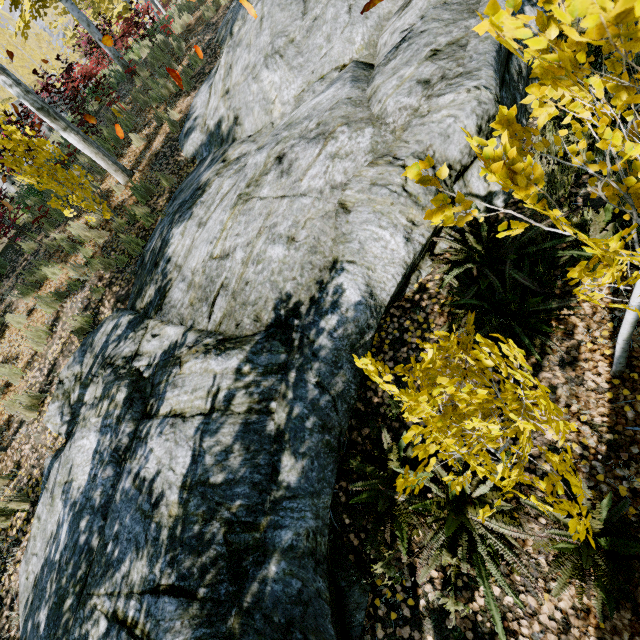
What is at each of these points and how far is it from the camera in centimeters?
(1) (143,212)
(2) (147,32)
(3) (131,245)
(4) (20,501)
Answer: (1) instancedfoliageactor, 652cm
(2) instancedfoliageactor, 1002cm
(3) instancedfoliageactor, 627cm
(4) instancedfoliageactor, 475cm

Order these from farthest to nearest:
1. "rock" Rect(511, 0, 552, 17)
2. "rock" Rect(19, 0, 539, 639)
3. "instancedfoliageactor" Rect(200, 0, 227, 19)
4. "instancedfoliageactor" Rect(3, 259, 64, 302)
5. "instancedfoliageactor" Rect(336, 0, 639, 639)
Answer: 1. "instancedfoliageactor" Rect(200, 0, 227, 19)
2. "instancedfoliageactor" Rect(3, 259, 64, 302)
3. "rock" Rect(511, 0, 552, 17)
4. "rock" Rect(19, 0, 539, 639)
5. "instancedfoliageactor" Rect(336, 0, 639, 639)

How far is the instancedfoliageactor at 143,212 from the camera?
6.5m

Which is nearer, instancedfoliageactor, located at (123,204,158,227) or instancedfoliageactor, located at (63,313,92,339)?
instancedfoliageactor, located at (63,313,92,339)

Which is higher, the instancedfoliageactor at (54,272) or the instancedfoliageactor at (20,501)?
the instancedfoliageactor at (54,272)

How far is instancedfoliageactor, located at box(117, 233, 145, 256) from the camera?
6.26m
